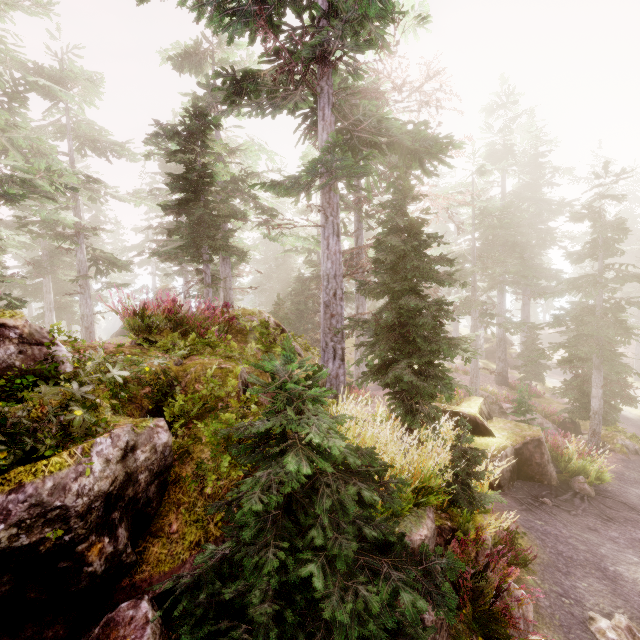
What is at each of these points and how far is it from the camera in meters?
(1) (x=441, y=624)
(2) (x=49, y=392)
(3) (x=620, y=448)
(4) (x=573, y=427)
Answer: (1) rock, 3.7 m
(2) instancedfoliageactor, 2.5 m
(3) rock, 13.8 m
(4) tree trunk, 20.3 m

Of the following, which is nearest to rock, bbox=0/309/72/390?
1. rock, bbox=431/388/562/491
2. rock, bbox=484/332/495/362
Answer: rock, bbox=431/388/562/491

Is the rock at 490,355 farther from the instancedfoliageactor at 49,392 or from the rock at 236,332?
the rock at 236,332

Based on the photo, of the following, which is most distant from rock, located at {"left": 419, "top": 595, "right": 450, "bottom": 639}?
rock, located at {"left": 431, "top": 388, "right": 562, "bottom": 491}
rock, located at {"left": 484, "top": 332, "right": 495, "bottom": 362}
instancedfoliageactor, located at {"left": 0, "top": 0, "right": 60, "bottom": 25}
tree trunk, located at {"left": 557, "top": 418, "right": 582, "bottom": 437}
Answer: rock, located at {"left": 484, "top": 332, "right": 495, "bottom": 362}

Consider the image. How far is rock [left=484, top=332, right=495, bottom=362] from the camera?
38.6m

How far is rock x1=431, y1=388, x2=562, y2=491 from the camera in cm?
904

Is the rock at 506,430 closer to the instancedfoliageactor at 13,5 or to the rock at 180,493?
the instancedfoliageactor at 13,5
